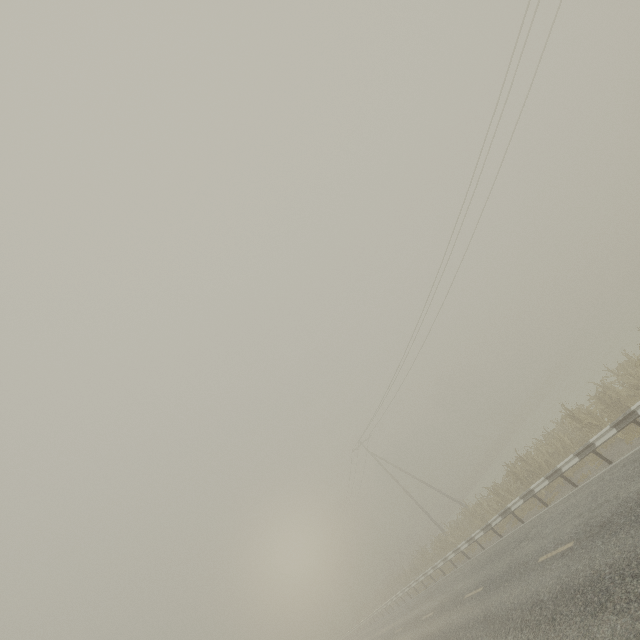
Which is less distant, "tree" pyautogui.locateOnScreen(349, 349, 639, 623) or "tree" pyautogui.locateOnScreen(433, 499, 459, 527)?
"tree" pyautogui.locateOnScreen(349, 349, 639, 623)

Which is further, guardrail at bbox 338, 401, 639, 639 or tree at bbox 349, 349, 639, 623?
tree at bbox 349, 349, 639, 623

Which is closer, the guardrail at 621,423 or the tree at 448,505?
the guardrail at 621,423

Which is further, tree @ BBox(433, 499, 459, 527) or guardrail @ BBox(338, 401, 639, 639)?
tree @ BBox(433, 499, 459, 527)

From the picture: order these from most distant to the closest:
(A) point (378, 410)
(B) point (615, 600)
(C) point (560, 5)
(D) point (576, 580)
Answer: (A) point (378, 410)
(C) point (560, 5)
(D) point (576, 580)
(B) point (615, 600)

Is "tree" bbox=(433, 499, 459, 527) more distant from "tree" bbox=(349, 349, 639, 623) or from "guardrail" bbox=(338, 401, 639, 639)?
Result: "guardrail" bbox=(338, 401, 639, 639)

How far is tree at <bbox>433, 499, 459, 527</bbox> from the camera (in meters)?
50.25

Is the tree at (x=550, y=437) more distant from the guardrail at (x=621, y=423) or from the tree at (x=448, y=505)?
the tree at (x=448, y=505)
